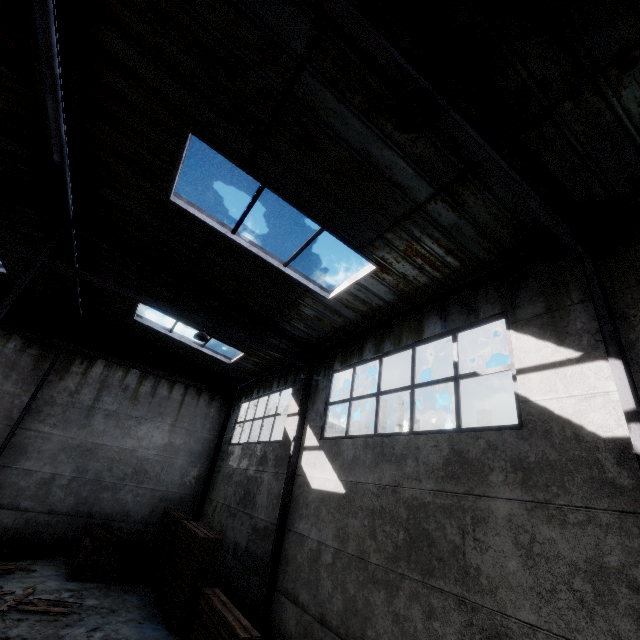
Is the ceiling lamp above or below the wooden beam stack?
above

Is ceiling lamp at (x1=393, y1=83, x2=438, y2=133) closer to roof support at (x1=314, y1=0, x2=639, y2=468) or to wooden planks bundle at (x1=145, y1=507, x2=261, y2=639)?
roof support at (x1=314, y1=0, x2=639, y2=468)

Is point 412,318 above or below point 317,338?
below

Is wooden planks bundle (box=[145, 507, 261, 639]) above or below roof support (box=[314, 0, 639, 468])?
below

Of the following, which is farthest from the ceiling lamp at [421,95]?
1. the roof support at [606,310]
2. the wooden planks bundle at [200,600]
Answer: the wooden planks bundle at [200,600]

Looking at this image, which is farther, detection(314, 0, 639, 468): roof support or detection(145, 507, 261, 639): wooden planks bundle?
detection(145, 507, 261, 639): wooden planks bundle

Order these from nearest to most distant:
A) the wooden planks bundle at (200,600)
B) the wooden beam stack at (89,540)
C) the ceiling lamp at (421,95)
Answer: the ceiling lamp at (421,95) → the wooden planks bundle at (200,600) → the wooden beam stack at (89,540)

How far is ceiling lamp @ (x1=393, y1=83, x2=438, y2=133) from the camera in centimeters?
305cm
